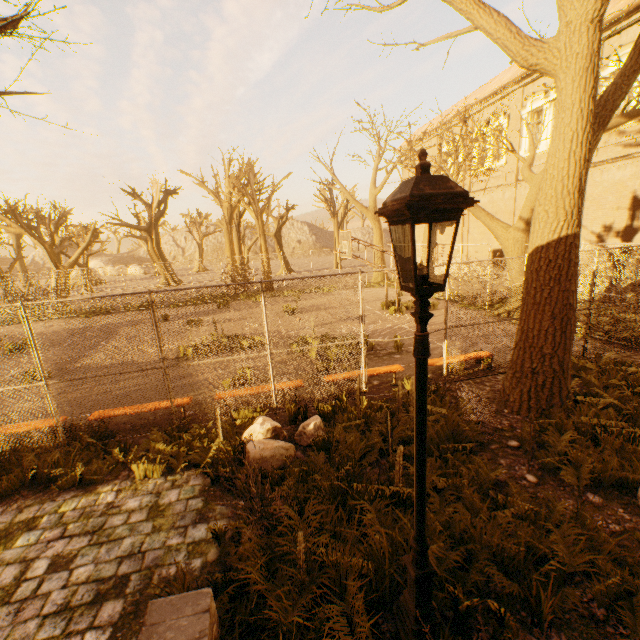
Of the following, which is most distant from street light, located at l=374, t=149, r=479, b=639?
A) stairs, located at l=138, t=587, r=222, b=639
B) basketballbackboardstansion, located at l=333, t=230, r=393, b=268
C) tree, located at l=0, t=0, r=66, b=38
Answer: basketballbackboardstansion, located at l=333, t=230, r=393, b=268

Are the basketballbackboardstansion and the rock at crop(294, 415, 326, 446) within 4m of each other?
no

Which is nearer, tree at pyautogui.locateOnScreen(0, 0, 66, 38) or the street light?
the street light

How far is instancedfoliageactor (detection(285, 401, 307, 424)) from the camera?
6.5m

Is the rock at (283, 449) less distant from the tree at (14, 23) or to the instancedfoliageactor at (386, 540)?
the instancedfoliageactor at (386, 540)

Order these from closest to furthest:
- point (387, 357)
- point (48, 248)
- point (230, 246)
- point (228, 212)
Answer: point (387, 357), point (48, 248), point (228, 212), point (230, 246)

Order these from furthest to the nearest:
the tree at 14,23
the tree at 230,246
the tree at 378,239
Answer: the tree at 230,246 < the tree at 378,239 < the tree at 14,23

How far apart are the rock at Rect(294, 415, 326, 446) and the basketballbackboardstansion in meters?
8.8 m
